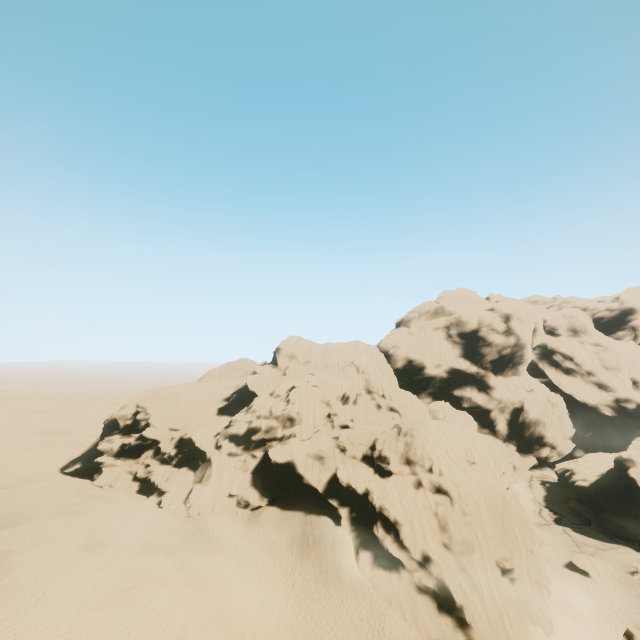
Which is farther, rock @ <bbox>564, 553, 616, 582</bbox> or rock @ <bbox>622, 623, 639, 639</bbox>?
rock @ <bbox>564, 553, 616, 582</bbox>

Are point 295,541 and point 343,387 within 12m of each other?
no

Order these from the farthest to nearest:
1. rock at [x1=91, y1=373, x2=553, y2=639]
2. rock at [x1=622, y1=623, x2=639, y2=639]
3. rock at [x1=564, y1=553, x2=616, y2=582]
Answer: rock at [x1=564, y1=553, x2=616, y2=582], rock at [x1=91, y1=373, x2=553, y2=639], rock at [x1=622, y1=623, x2=639, y2=639]

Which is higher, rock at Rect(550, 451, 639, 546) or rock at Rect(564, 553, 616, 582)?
rock at Rect(550, 451, 639, 546)

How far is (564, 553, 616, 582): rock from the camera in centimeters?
3734cm

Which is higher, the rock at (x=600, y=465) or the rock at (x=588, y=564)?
the rock at (x=600, y=465)
